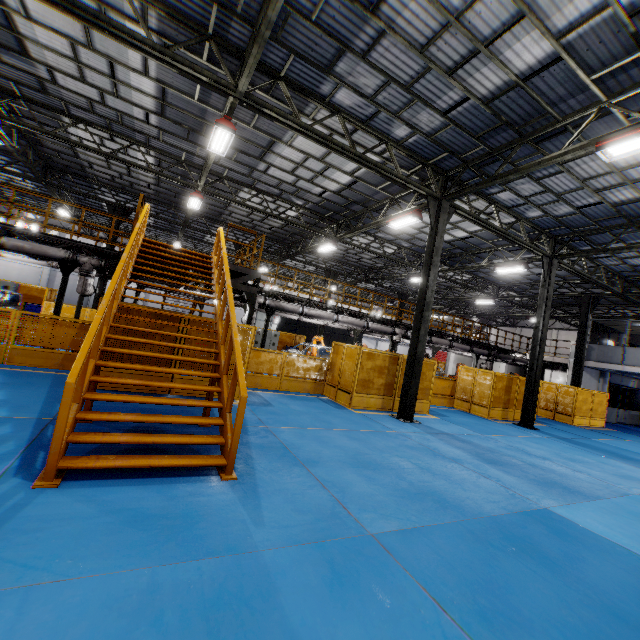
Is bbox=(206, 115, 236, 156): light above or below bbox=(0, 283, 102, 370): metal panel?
above

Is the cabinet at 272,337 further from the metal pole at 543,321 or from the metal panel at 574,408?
the metal pole at 543,321

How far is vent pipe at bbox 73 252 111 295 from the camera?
11.74m

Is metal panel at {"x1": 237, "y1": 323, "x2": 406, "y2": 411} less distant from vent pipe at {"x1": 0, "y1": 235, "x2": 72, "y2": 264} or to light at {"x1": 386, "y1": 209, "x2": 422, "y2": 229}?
vent pipe at {"x1": 0, "y1": 235, "x2": 72, "y2": 264}

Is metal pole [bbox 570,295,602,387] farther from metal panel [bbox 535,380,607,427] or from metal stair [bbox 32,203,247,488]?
metal stair [bbox 32,203,247,488]

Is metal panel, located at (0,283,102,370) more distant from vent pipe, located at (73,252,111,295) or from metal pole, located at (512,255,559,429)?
vent pipe, located at (73,252,111,295)

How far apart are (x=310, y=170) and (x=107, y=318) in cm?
1047

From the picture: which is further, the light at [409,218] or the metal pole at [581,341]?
the metal pole at [581,341]
